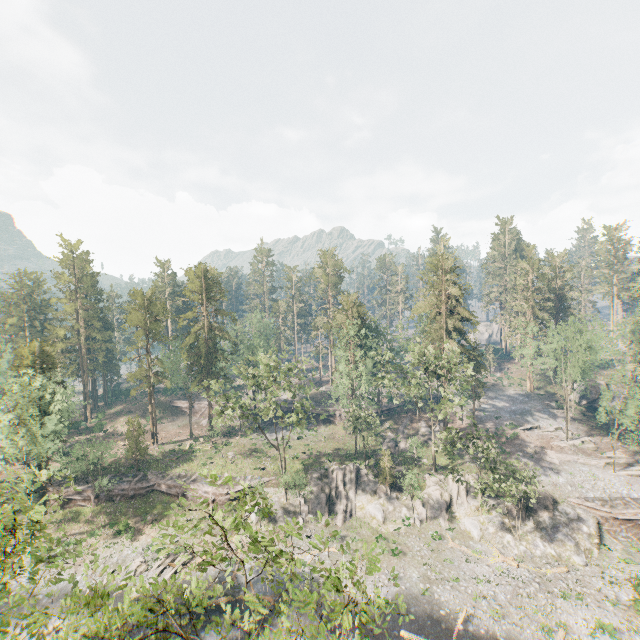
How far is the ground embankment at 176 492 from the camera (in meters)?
42.91

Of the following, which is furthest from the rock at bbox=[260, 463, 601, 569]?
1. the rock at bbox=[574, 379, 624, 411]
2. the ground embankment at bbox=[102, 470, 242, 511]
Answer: the rock at bbox=[574, 379, 624, 411]

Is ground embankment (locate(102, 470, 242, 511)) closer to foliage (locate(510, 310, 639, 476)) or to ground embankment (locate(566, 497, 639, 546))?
foliage (locate(510, 310, 639, 476))

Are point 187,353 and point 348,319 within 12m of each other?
no

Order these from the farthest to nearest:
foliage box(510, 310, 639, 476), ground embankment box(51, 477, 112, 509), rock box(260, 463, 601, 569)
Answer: ground embankment box(51, 477, 112, 509)
foliage box(510, 310, 639, 476)
rock box(260, 463, 601, 569)

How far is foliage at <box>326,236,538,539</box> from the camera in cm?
3603

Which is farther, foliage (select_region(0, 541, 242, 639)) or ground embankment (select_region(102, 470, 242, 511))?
ground embankment (select_region(102, 470, 242, 511))

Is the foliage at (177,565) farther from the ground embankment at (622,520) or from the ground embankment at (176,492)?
the ground embankment at (622,520)
